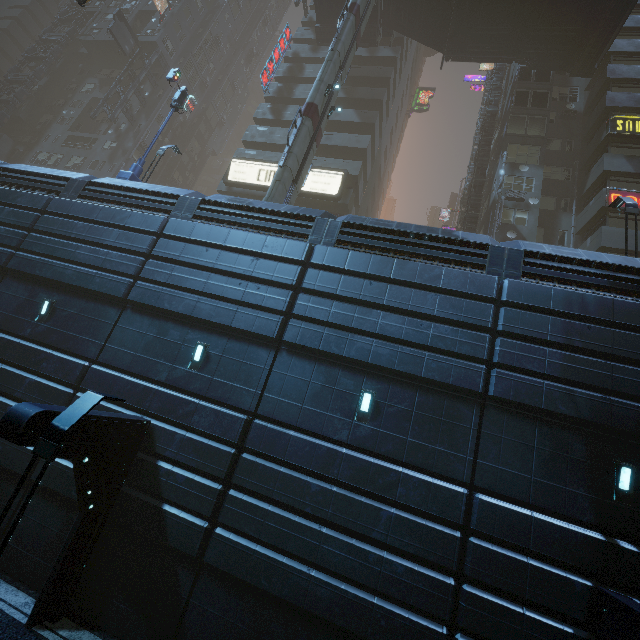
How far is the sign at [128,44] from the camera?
35.5 meters

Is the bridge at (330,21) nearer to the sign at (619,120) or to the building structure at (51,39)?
the sign at (619,120)

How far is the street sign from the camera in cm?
1553

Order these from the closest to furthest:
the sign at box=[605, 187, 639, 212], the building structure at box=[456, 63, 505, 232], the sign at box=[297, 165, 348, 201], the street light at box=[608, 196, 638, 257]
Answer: the street light at box=[608, 196, 638, 257] → the sign at box=[605, 187, 639, 212] → the building structure at box=[456, 63, 505, 232] → the sign at box=[297, 165, 348, 201]

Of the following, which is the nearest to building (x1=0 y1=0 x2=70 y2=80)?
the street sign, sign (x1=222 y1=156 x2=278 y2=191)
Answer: sign (x1=222 y1=156 x2=278 y2=191)

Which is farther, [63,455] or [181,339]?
[181,339]

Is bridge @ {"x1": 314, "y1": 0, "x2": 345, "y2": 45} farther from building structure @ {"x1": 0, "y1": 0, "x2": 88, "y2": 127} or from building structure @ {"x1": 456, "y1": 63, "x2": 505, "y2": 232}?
building structure @ {"x1": 0, "y1": 0, "x2": 88, "y2": 127}

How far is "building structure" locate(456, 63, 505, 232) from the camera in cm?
2500
